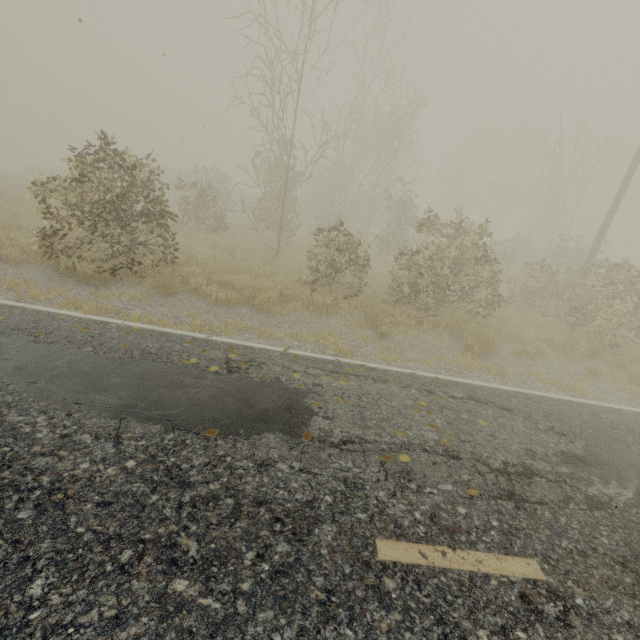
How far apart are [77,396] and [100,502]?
1.6 meters
